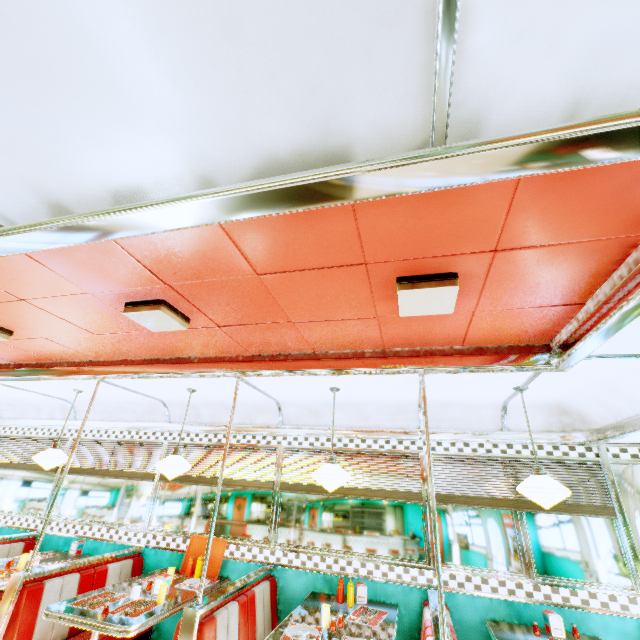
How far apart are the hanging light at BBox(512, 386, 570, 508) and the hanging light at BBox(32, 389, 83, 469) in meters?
5.6

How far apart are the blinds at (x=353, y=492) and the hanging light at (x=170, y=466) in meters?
1.2

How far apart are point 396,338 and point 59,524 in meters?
6.1 m

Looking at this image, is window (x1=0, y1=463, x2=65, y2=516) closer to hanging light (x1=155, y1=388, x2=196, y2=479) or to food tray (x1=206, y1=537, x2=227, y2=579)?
food tray (x1=206, y1=537, x2=227, y2=579)

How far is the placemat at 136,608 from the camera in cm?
291

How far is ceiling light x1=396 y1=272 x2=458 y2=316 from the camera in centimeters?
183cm

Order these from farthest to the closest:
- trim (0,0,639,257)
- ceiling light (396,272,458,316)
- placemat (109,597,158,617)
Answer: placemat (109,597,158,617), ceiling light (396,272,458,316), trim (0,0,639,257)

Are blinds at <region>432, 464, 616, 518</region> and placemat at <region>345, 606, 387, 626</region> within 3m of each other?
yes
